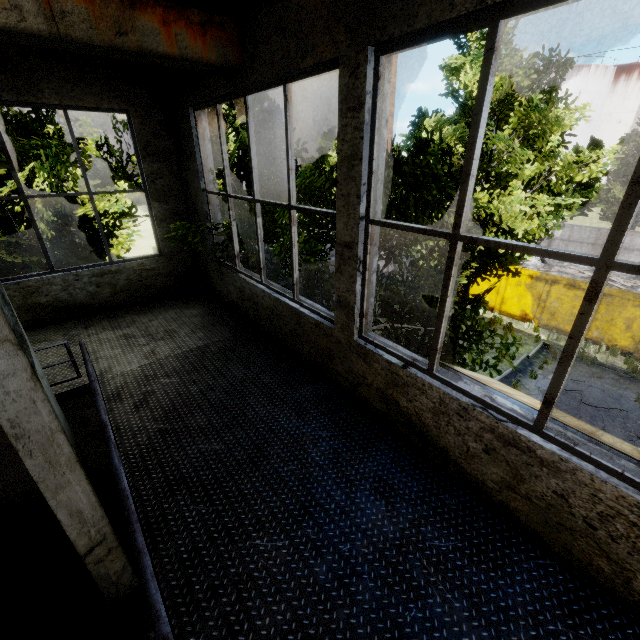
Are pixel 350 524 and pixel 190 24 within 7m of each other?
yes

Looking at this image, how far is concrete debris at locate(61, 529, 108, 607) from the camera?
5.5 meters

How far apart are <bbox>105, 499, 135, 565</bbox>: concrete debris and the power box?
1.4 meters

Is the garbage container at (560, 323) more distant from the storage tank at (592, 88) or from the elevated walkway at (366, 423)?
the storage tank at (592, 88)

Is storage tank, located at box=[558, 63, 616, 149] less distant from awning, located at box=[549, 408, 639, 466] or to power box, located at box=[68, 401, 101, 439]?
awning, located at box=[549, 408, 639, 466]

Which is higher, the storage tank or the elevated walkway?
the storage tank

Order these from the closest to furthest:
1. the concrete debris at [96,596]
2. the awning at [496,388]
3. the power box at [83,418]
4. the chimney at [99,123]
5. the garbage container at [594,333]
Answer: the awning at [496,388]
the concrete debris at [96,596]
the power box at [83,418]
the garbage container at [594,333]
the chimney at [99,123]
